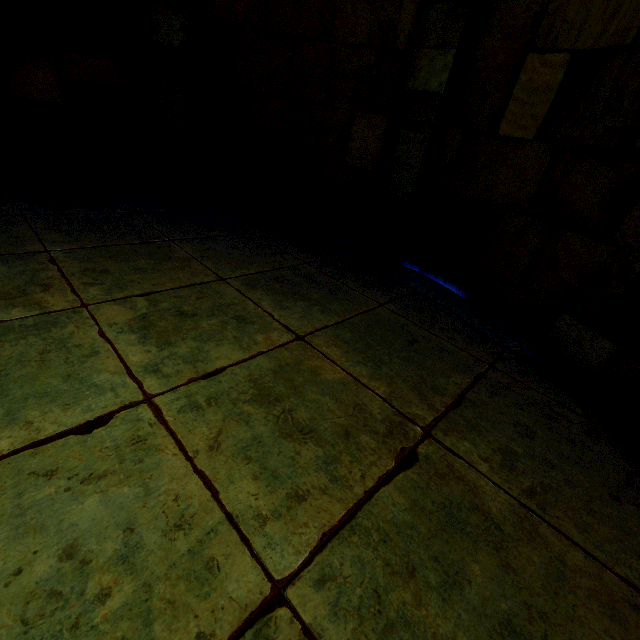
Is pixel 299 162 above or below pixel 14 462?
above

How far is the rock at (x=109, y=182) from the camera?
4.8 meters

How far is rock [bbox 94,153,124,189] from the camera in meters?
4.8
